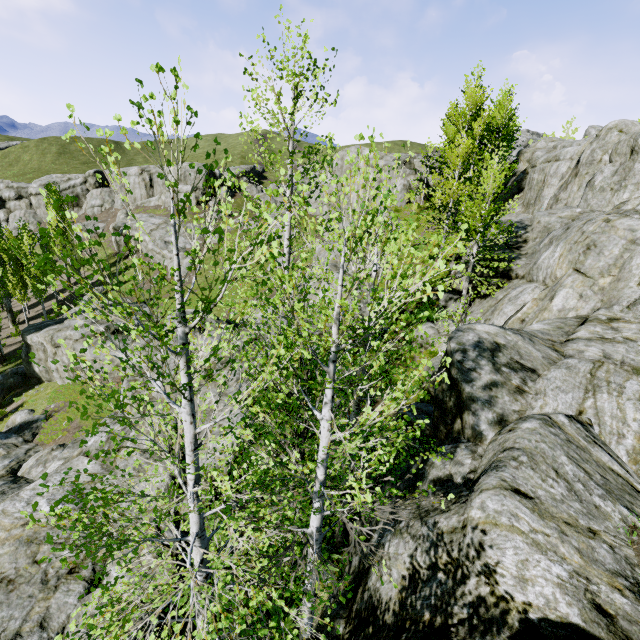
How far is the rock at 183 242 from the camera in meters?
37.8

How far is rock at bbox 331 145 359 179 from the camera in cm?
3872

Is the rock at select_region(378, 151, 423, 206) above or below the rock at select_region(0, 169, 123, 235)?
above

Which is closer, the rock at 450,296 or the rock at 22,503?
A: the rock at 22,503

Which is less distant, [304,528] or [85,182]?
[304,528]

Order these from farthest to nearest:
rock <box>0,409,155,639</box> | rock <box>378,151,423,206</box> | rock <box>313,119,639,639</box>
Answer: rock <box>378,151,423,206</box> → rock <box>0,409,155,639</box> → rock <box>313,119,639,639</box>
